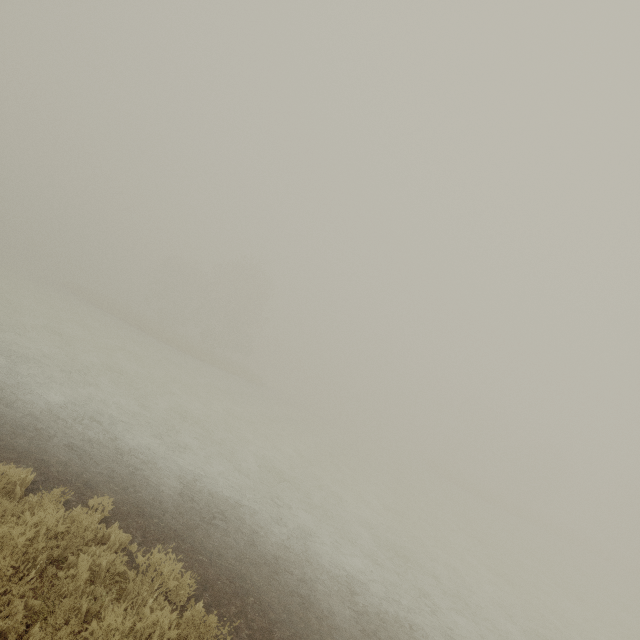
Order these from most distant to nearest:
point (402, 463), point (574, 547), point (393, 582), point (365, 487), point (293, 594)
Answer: point (574, 547) < point (402, 463) < point (365, 487) < point (393, 582) < point (293, 594)
